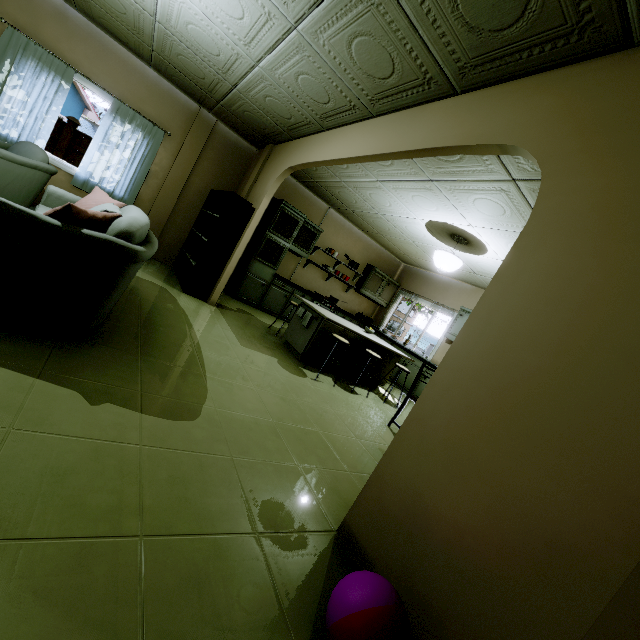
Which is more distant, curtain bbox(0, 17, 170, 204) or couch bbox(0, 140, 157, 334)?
curtain bbox(0, 17, 170, 204)

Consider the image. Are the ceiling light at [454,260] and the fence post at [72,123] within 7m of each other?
no

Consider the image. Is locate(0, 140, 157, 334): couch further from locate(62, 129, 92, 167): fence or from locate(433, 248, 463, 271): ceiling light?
locate(62, 129, 92, 167): fence

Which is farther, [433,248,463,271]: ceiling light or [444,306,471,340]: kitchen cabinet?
[444,306,471,340]: kitchen cabinet

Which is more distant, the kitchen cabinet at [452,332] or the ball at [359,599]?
the kitchen cabinet at [452,332]

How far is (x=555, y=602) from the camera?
1.0m

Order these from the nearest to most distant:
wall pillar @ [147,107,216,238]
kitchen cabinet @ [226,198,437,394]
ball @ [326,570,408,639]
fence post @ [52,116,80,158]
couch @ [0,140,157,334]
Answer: ball @ [326,570,408,639] → couch @ [0,140,157,334] → wall pillar @ [147,107,216,238] → kitchen cabinet @ [226,198,437,394] → fence post @ [52,116,80,158]

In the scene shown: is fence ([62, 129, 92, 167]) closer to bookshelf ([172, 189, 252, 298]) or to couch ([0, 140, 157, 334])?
bookshelf ([172, 189, 252, 298])
